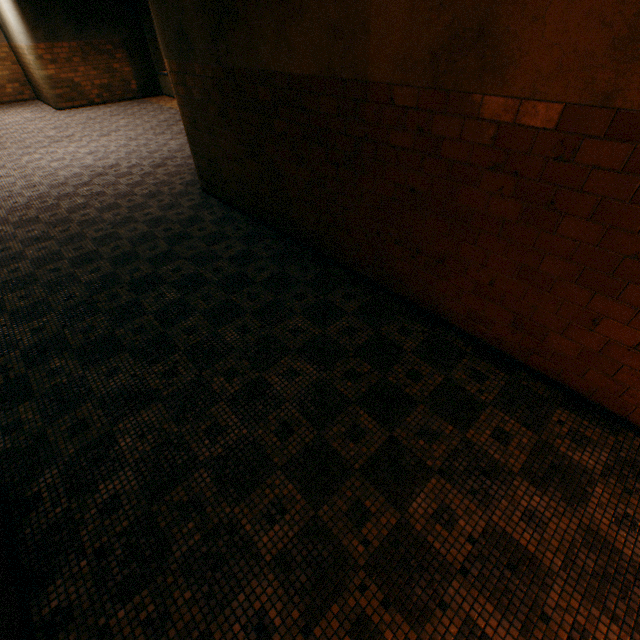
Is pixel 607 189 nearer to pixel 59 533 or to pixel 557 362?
pixel 557 362
